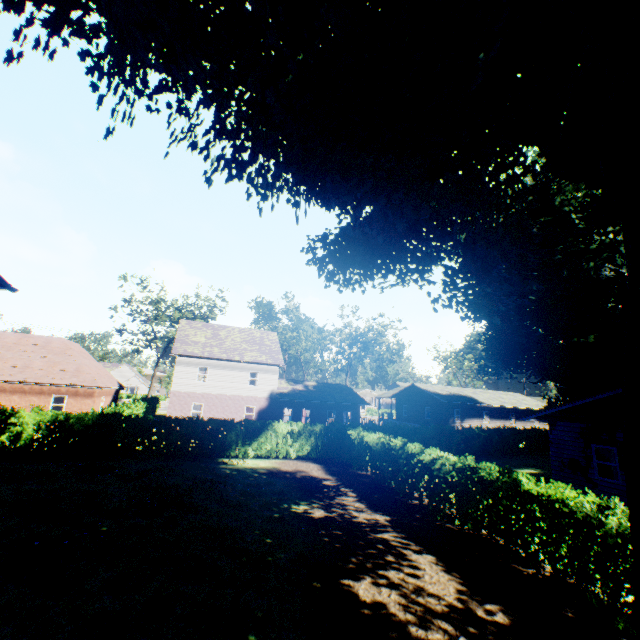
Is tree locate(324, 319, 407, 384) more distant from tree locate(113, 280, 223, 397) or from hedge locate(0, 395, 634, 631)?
hedge locate(0, 395, 634, 631)

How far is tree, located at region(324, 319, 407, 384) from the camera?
49.2 meters

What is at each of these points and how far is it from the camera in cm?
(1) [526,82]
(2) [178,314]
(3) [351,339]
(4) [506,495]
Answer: (1) plant, 910
(2) tree, 4297
(3) tree, 5247
(4) hedge, 873

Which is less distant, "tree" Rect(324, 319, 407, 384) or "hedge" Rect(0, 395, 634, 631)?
"hedge" Rect(0, 395, 634, 631)

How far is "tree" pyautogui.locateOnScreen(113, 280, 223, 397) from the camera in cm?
4229

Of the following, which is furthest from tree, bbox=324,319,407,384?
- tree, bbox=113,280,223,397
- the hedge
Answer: the hedge

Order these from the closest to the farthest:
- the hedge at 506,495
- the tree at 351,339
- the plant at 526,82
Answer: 1. the plant at 526,82
2. the hedge at 506,495
3. the tree at 351,339

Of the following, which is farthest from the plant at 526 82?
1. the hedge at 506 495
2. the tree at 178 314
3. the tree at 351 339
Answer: the tree at 351 339
